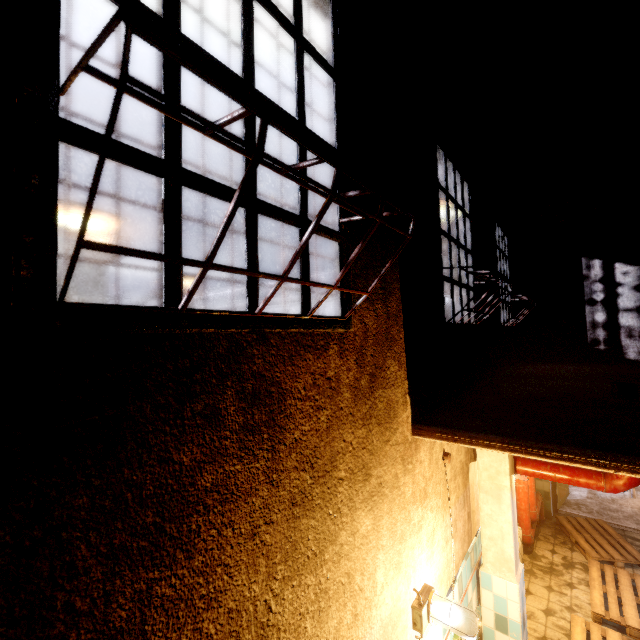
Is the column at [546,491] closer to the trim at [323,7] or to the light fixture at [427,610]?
the trim at [323,7]

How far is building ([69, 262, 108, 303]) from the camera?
26.0m

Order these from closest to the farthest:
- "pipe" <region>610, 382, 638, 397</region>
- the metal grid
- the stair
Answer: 1. the metal grid
2. "pipe" <region>610, 382, 638, 397</region>
3. the stair

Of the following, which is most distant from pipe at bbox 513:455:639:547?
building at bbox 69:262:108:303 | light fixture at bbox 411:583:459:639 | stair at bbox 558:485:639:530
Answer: building at bbox 69:262:108:303

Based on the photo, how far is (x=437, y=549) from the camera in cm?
269

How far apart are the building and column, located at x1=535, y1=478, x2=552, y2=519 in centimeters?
3052cm

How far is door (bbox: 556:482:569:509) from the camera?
6.7m

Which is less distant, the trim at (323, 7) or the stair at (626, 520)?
the trim at (323, 7)
